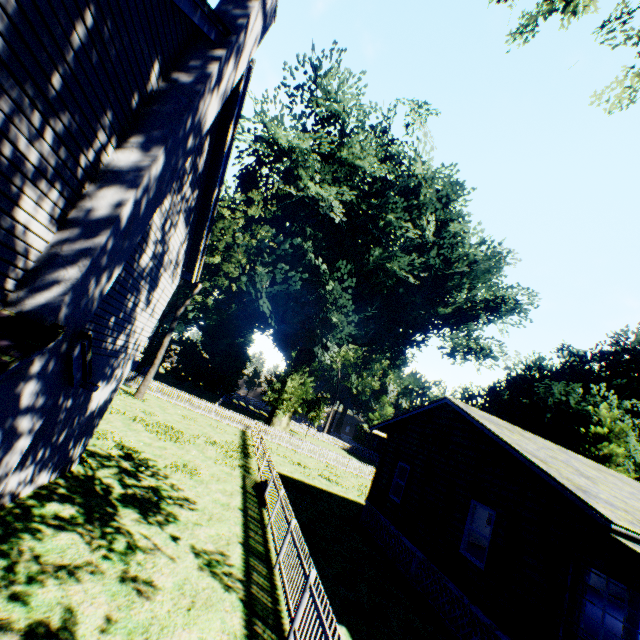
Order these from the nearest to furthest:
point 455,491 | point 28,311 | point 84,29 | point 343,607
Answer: point 84,29
point 28,311
point 343,607
point 455,491

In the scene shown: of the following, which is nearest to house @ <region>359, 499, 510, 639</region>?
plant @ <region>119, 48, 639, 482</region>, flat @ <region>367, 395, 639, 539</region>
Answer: flat @ <region>367, 395, 639, 539</region>

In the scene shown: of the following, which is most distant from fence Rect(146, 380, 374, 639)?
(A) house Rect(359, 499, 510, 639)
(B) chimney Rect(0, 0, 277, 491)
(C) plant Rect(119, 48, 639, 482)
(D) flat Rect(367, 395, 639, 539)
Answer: (B) chimney Rect(0, 0, 277, 491)

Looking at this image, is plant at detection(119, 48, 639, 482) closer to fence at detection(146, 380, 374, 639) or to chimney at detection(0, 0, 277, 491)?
fence at detection(146, 380, 374, 639)

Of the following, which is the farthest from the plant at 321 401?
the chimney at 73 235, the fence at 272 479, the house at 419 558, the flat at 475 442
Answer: the chimney at 73 235

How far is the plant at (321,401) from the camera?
47.53m

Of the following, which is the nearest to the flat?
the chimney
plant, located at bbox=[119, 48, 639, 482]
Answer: plant, located at bbox=[119, 48, 639, 482]

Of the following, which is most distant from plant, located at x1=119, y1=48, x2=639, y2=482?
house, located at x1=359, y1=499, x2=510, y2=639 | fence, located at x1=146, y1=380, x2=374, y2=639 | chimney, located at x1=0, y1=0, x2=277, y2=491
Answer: chimney, located at x1=0, y1=0, x2=277, y2=491
